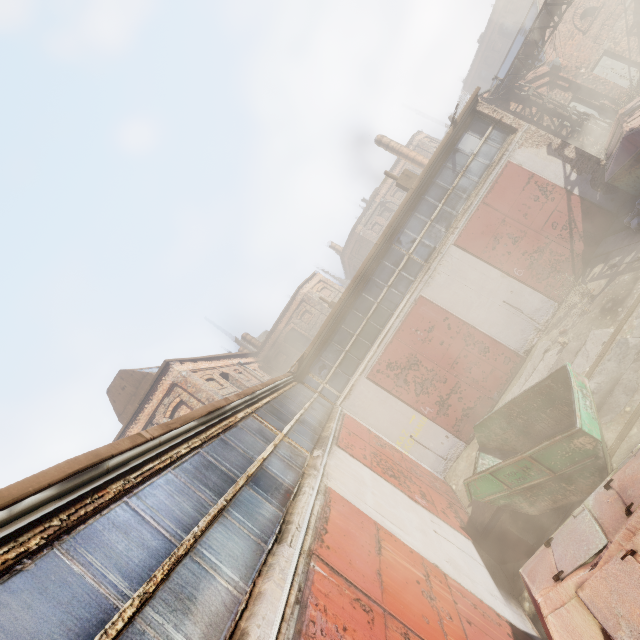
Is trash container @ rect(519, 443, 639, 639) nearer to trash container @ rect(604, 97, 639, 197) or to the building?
trash container @ rect(604, 97, 639, 197)

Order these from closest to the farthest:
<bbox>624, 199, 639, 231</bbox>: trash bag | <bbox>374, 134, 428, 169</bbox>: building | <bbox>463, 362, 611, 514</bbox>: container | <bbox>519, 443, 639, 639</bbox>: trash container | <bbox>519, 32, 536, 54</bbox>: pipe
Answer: <bbox>519, 443, 639, 639</bbox>: trash container
<bbox>463, 362, 611, 514</bbox>: container
<bbox>624, 199, 639, 231</bbox>: trash bag
<bbox>519, 32, 536, 54</bbox>: pipe
<bbox>374, 134, 428, 169</bbox>: building

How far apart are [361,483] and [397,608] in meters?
2.9 m

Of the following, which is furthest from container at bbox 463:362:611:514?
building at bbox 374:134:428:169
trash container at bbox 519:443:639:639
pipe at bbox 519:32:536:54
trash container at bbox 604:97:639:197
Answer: building at bbox 374:134:428:169

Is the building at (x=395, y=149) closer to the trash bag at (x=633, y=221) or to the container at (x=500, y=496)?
the trash bag at (x=633, y=221)

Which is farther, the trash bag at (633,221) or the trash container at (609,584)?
the trash bag at (633,221)

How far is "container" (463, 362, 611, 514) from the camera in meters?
5.6
